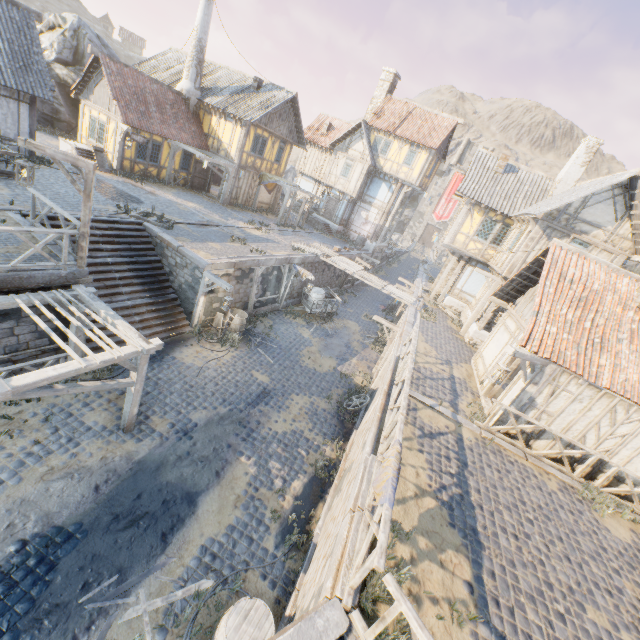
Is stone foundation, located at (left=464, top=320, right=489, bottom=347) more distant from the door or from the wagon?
the door

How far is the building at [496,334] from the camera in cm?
1104

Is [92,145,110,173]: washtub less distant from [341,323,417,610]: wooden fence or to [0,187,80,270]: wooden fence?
[0,187,80,270]: wooden fence

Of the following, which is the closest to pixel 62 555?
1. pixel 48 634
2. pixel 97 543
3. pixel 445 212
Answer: pixel 97 543

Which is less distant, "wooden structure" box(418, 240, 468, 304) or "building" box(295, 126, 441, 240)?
"wooden structure" box(418, 240, 468, 304)

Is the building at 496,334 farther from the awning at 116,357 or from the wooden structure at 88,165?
the wooden structure at 88,165

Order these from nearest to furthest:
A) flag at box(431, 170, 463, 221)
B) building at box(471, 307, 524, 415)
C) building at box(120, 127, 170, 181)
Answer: building at box(471, 307, 524, 415) → building at box(120, 127, 170, 181) → flag at box(431, 170, 463, 221)

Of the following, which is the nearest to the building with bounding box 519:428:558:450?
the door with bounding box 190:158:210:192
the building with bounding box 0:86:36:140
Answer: the building with bounding box 0:86:36:140
